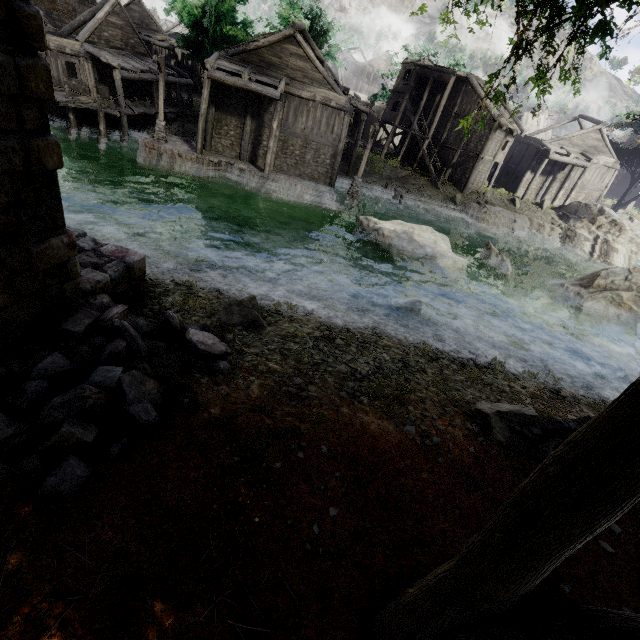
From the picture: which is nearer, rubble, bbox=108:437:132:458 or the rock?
rubble, bbox=108:437:132:458

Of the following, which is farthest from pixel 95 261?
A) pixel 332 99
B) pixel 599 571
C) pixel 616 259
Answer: pixel 616 259

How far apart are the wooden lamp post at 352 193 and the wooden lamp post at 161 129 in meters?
13.0

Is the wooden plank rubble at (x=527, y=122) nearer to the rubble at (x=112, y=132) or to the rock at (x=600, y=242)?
the rock at (x=600, y=242)

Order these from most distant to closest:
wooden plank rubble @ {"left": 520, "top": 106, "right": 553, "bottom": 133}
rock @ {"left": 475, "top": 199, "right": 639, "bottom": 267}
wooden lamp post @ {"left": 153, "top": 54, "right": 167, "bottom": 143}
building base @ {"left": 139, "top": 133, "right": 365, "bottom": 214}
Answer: wooden plank rubble @ {"left": 520, "top": 106, "right": 553, "bottom": 133}
rock @ {"left": 475, "top": 199, "right": 639, "bottom": 267}
building base @ {"left": 139, "top": 133, "right": 365, "bottom": 214}
wooden lamp post @ {"left": 153, "top": 54, "right": 167, "bottom": 143}

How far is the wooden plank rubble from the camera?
43.0m

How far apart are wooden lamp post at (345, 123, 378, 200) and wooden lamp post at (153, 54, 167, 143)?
13.0 meters

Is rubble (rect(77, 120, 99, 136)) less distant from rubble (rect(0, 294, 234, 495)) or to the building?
the building
